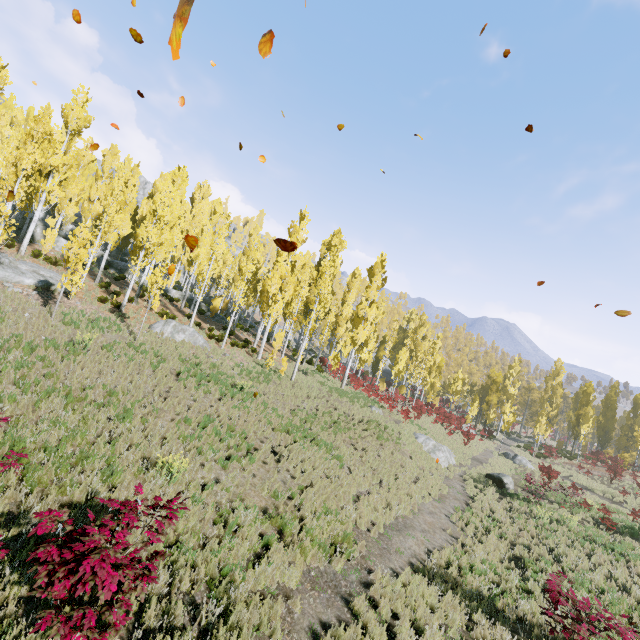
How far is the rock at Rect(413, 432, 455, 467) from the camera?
21.9m

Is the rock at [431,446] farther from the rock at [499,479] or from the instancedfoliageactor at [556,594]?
the rock at [499,479]

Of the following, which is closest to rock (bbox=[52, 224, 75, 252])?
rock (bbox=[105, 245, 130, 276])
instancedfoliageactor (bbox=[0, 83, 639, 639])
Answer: instancedfoliageactor (bbox=[0, 83, 639, 639])

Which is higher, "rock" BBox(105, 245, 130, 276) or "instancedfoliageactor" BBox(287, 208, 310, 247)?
"instancedfoliageactor" BBox(287, 208, 310, 247)

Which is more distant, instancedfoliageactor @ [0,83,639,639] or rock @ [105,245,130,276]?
rock @ [105,245,130,276]

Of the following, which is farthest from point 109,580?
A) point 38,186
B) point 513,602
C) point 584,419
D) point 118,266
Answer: point 584,419

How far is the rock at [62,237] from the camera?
29.0m
